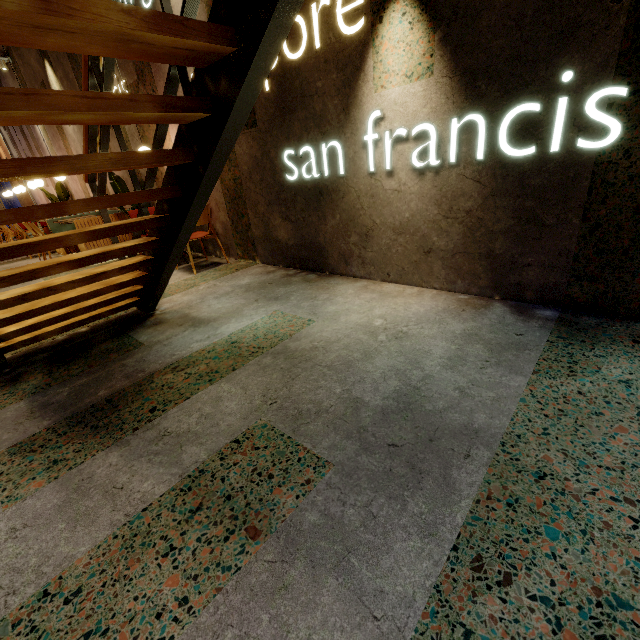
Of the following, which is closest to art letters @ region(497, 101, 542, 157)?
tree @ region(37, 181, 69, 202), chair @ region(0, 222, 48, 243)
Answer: chair @ region(0, 222, 48, 243)

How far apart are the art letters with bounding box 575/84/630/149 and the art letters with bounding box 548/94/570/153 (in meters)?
0.07

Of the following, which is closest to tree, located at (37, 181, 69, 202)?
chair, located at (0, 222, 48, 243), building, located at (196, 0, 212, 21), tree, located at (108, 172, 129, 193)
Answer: building, located at (196, 0, 212, 21)

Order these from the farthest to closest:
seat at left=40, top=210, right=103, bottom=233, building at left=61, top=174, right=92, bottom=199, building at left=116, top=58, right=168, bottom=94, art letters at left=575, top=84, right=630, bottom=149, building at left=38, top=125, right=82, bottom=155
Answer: building at left=61, top=174, right=92, bottom=199
building at left=38, top=125, right=82, bottom=155
seat at left=40, top=210, right=103, bottom=233
building at left=116, top=58, right=168, bottom=94
art letters at left=575, top=84, right=630, bottom=149

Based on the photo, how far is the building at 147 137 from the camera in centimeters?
497cm

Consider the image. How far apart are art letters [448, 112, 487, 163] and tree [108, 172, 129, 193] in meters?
4.7

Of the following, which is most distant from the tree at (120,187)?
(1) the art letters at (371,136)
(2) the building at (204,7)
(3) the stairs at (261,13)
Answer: (1) the art letters at (371,136)

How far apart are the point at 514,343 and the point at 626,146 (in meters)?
1.25
